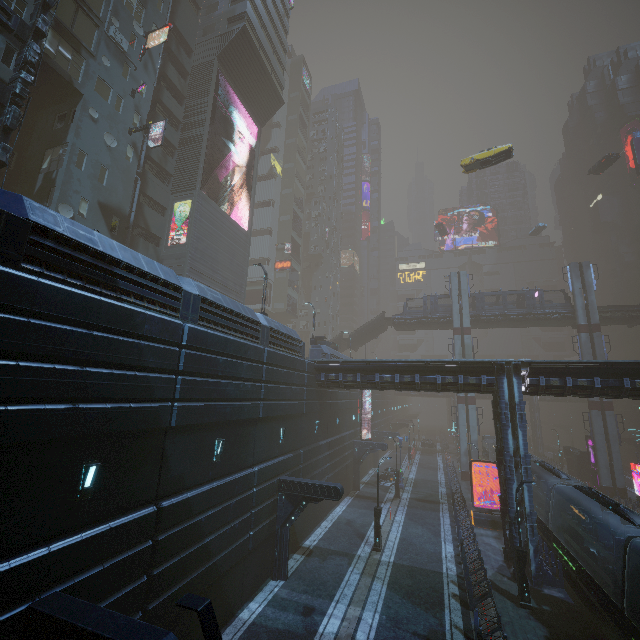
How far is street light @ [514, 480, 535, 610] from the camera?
15.34m

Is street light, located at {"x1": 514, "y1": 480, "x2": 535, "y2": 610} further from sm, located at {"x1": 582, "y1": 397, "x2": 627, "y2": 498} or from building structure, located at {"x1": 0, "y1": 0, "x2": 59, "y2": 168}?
sm, located at {"x1": 582, "y1": 397, "x2": 627, "y2": 498}

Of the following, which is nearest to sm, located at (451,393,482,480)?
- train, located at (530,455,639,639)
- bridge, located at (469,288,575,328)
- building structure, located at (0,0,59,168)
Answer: bridge, located at (469,288,575,328)

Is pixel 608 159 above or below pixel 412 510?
above

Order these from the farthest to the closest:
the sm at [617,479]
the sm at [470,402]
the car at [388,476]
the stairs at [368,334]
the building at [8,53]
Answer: the stairs at [368,334], the sm at [470,402], the car at [388,476], the sm at [617,479], the building at [8,53]

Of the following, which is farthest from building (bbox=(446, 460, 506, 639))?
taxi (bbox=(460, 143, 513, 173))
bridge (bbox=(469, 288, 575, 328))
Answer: bridge (bbox=(469, 288, 575, 328))

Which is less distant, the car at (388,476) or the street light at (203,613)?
the street light at (203,613)

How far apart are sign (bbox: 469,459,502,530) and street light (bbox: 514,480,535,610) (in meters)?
9.60
